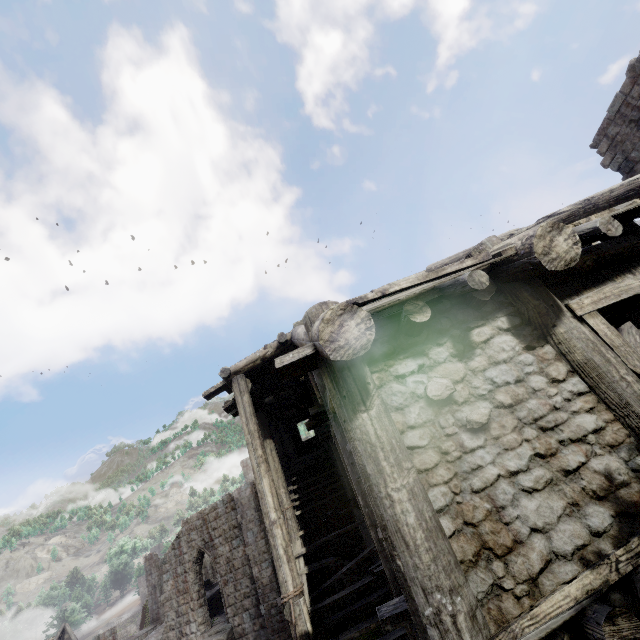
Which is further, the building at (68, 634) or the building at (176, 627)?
the building at (68, 634)

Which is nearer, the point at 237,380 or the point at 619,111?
the point at 237,380

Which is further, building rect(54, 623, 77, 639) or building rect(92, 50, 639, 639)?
building rect(54, 623, 77, 639)
